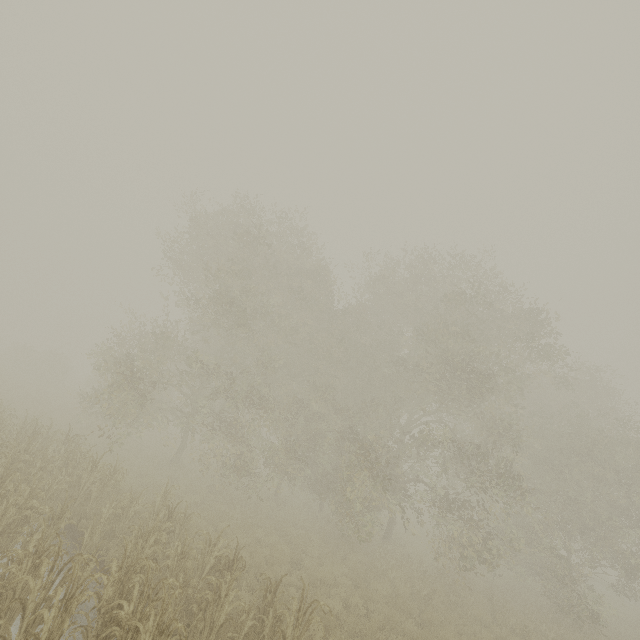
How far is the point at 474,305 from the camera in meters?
20.8 m
